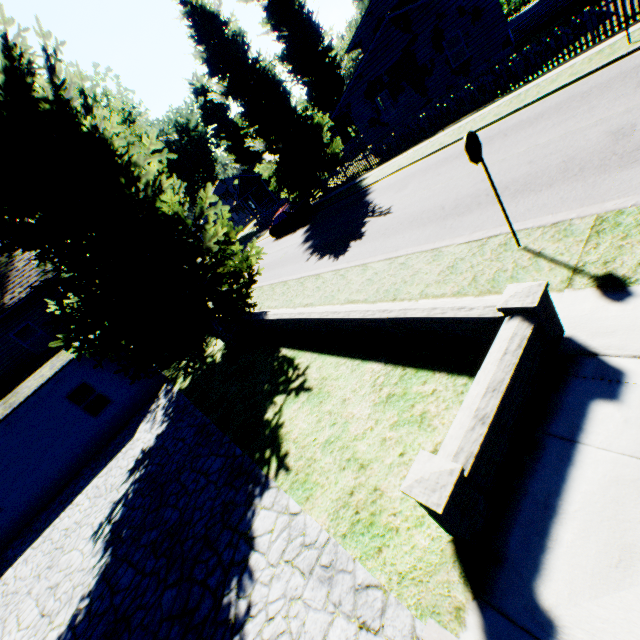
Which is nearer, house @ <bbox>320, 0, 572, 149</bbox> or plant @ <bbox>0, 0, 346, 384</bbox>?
plant @ <bbox>0, 0, 346, 384</bbox>

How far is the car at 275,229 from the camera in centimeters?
2395cm

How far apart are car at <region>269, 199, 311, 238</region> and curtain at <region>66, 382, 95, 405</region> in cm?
1630

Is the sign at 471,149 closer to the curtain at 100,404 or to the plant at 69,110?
the plant at 69,110

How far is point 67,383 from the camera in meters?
13.2 m

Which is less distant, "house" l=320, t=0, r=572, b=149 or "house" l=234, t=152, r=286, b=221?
"house" l=320, t=0, r=572, b=149

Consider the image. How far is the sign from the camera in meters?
5.2

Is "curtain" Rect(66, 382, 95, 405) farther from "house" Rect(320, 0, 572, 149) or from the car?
"house" Rect(320, 0, 572, 149)
